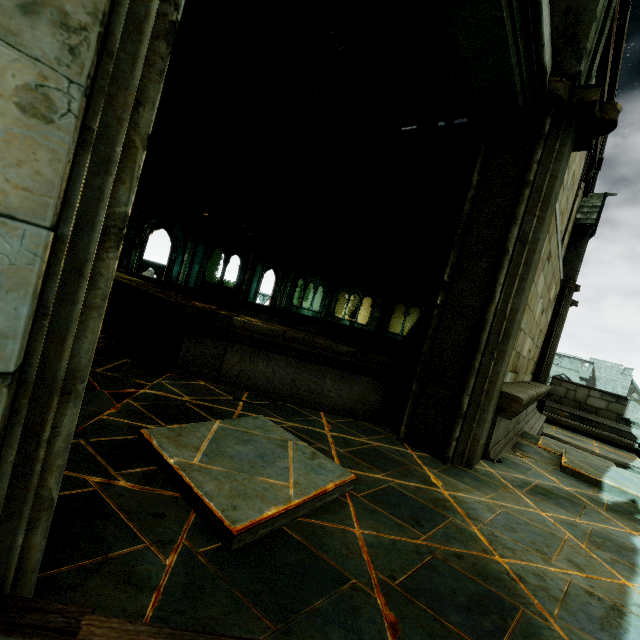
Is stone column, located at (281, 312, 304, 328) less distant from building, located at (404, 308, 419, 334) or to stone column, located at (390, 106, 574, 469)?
stone column, located at (390, 106, 574, 469)

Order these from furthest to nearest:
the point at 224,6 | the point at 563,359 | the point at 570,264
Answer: the point at 563,359
the point at 570,264
the point at 224,6

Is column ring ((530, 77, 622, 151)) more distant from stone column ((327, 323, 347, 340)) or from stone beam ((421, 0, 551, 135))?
stone column ((327, 323, 347, 340))

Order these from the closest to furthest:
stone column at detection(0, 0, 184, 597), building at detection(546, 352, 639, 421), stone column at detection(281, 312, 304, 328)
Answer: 1. stone column at detection(0, 0, 184, 597)
2. stone column at detection(281, 312, 304, 328)
3. building at detection(546, 352, 639, 421)

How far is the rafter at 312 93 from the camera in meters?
10.4 m

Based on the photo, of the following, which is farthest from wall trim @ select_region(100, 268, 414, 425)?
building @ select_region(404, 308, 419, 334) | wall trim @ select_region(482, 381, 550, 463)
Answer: building @ select_region(404, 308, 419, 334)

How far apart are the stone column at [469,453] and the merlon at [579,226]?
9.39m

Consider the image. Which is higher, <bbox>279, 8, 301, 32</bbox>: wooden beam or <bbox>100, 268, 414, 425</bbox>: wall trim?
<bbox>279, 8, 301, 32</bbox>: wooden beam
